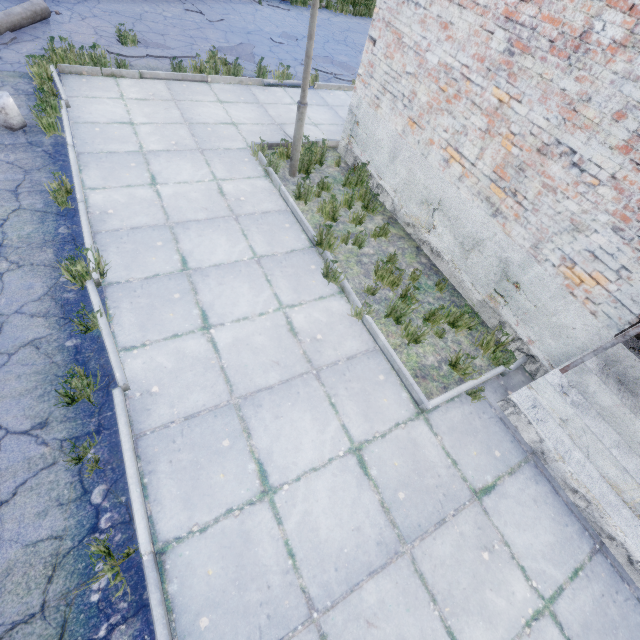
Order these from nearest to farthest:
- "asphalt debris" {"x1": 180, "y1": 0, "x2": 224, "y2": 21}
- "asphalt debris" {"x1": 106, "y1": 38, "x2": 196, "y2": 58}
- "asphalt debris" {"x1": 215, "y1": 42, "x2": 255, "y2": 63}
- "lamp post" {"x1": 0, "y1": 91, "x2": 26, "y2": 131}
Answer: "lamp post" {"x1": 0, "y1": 91, "x2": 26, "y2": 131}, "asphalt debris" {"x1": 106, "y1": 38, "x2": 196, "y2": 58}, "asphalt debris" {"x1": 215, "y1": 42, "x2": 255, "y2": 63}, "asphalt debris" {"x1": 180, "y1": 0, "x2": 224, "y2": 21}

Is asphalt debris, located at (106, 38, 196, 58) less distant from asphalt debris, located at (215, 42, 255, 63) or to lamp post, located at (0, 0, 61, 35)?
asphalt debris, located at (215, 42, 255, 63)

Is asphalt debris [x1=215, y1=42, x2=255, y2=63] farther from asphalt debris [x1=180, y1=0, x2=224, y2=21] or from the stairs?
the stairs

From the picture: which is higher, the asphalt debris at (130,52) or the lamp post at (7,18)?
the lamp post at (7,18)

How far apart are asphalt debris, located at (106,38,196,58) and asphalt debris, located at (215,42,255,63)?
0.6m

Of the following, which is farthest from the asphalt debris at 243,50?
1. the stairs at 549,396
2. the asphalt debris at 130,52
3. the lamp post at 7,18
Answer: the stairs at 549,396

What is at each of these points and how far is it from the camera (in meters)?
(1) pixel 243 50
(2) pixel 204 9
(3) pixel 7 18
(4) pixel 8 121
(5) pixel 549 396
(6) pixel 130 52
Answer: (1) asphalt debris, 9.38
(2) asphalt debris, 11.05
(3) lamp post, 6.97
(4) lamp post, 4.95
(5) stairs, 3.91
(6) asphalt debris, 7.80

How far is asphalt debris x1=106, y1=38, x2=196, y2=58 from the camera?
7.62m
